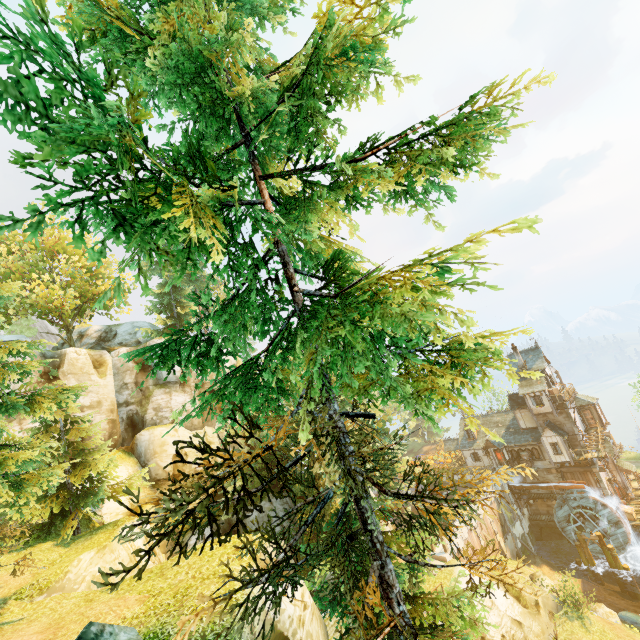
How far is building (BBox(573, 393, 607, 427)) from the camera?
38.8 meters

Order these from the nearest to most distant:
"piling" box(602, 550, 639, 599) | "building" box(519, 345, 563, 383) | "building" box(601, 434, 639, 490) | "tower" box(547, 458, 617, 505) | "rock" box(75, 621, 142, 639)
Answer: "rock" box(75, 621, 142, 639) < "piling" box(602, 550, 639, 599) < "tower" box(547, 458, 617, 505) < "building" box(601, 434, 639, 490) < "building" box(519, 345, 563, 383)

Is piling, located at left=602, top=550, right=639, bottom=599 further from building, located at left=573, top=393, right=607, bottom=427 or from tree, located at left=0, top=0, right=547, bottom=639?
tree, located at left=0, top=0, right=547, bottom=639

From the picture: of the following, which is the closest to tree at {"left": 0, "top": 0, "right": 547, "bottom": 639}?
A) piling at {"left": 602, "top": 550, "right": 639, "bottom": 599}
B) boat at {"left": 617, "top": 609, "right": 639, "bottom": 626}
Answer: boat at {"left": 617, "top": 609, "right": 639, "bottom": 626}

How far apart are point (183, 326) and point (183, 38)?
5.11m

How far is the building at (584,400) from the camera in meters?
38.8 m

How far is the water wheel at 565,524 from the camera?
32.8m
